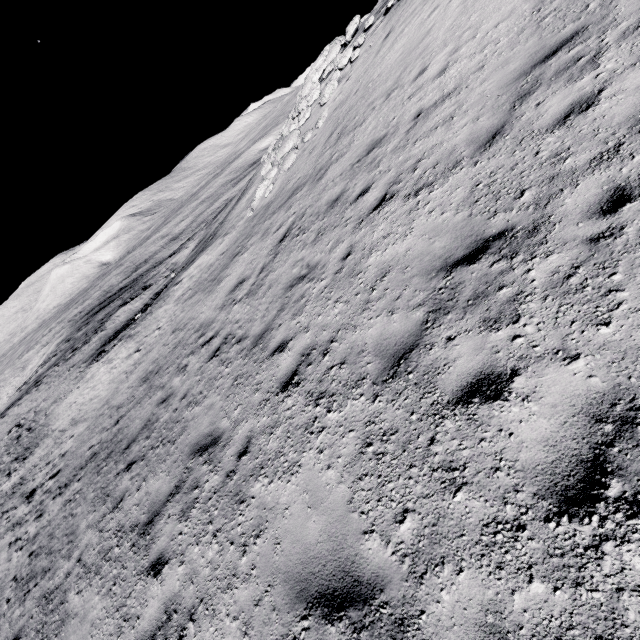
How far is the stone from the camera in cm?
1446

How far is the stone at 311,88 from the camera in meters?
14.5

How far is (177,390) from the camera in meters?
9.4
